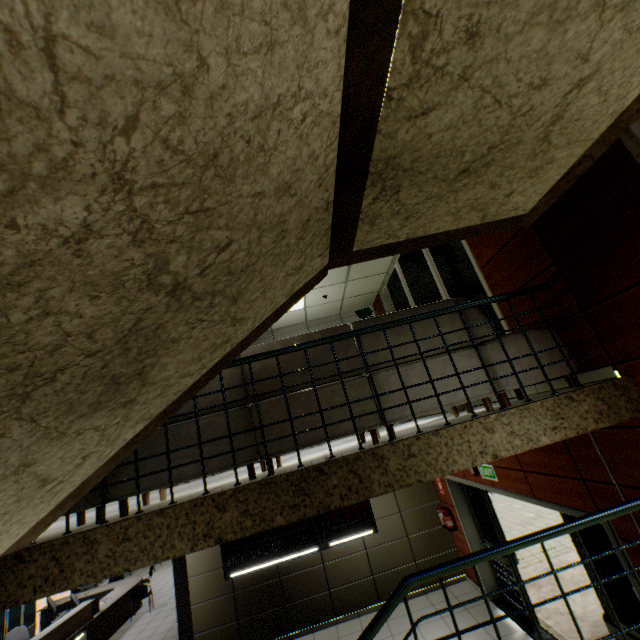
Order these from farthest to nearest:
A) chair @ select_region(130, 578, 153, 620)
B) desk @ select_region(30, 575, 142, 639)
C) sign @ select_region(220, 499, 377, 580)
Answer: chair @ select_region(130, 578, 153, 620), desk @ select_region(30, 575, 142, 639), sign @ select_region(220, 499, 377, 580)

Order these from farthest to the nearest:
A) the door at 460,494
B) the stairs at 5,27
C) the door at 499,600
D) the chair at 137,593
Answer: the chair at 137,593 → the door at 499,600 → the door at 460,494 → the stairs at 5,27

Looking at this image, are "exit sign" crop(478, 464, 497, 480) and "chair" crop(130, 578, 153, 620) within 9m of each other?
no

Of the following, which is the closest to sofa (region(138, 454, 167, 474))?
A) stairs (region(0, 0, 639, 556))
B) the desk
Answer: stairs (region(0, 0, 639, 556))

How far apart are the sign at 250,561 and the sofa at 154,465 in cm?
492

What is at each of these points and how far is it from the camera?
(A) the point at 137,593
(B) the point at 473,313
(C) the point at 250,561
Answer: (A) chair, 10.2m
(B) sofa, 3.1m
(C) sign, 7.1m

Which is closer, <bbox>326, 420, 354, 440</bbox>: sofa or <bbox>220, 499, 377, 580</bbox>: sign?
<bbox>326, 420, 354, 440</bbox>: sofa

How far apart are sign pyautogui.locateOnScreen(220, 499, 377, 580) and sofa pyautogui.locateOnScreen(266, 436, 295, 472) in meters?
4.9 m
